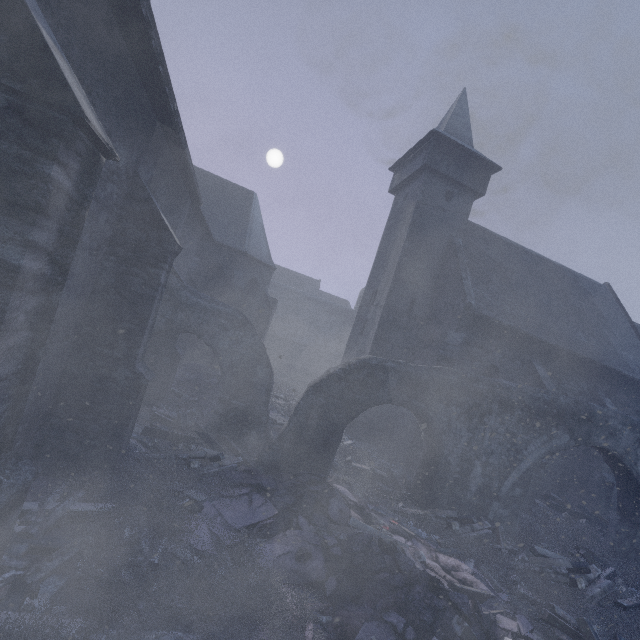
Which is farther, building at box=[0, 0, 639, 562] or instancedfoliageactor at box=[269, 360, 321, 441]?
instancedfoliageactor at box=[269, 360, 321, 441]

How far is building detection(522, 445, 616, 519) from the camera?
13.1m

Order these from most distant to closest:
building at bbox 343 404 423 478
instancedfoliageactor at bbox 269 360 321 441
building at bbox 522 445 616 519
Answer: instancedfoliageactor at bbox 269 360 321 441
building at bbox 522 445 616 519
building at bbox 343 404 423 478

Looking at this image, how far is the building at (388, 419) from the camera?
12.20m

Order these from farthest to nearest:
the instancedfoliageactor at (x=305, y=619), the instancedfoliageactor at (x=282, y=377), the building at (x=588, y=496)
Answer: the instancedfoliageactor at (x=282, y=377)
the building at (x=588, y=496)
the instancedfoliageactor at (x=305, y=619)

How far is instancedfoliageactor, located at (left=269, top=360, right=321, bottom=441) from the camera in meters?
13.8

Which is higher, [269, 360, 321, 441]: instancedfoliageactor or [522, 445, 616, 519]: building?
[522, 445, 616, 519]: building

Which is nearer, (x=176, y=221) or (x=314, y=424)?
(x=314, y=424)
